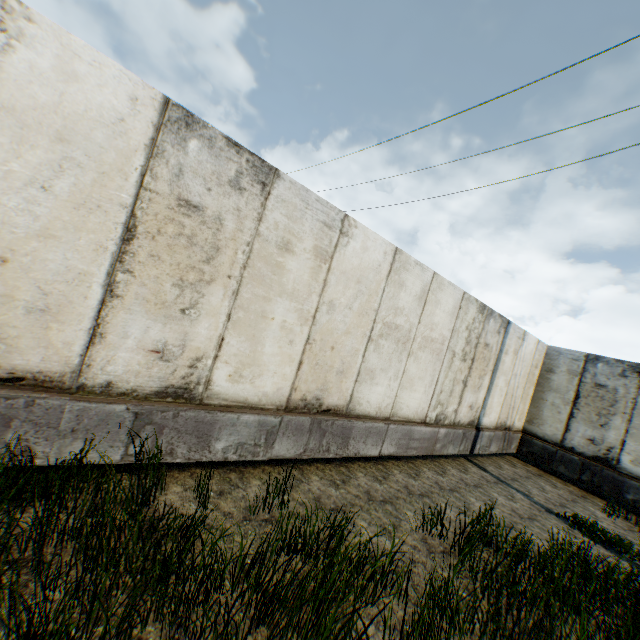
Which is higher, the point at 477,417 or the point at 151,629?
the point at 477,417
